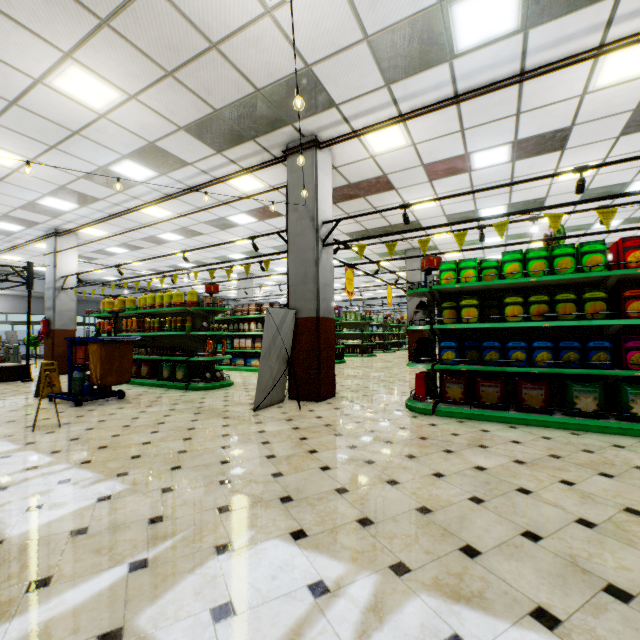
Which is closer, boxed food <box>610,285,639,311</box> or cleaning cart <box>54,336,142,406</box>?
boxed food <box>610,285,639,311</box>

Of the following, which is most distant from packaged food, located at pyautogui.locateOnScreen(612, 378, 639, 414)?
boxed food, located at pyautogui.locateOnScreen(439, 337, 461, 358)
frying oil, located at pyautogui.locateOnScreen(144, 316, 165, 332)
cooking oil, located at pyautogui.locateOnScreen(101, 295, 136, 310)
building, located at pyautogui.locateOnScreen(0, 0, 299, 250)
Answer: cooking oil, located at pyautogui.locateOnScreen(101, 295, 136, 310)

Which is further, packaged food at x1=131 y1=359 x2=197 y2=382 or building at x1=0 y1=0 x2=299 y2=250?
packaged food at x1=131 y1=359 x2=197 y2=382

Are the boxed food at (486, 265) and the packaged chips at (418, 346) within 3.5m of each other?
yes

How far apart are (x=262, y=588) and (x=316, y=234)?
5.30m

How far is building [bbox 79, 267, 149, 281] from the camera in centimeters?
1798cm

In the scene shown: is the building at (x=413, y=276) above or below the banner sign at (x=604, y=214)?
above

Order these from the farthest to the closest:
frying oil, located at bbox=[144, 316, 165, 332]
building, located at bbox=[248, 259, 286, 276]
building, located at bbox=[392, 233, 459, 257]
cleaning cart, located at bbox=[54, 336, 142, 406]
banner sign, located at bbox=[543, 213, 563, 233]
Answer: building, located at bbox=[248, 259, 286, 276] → building, located at bbox=[392, 233, 459, 257] → frying oil, located at bbox=[144, 316, 165, 332] → cleaning cart, located at bbox=[54, 336, 142, 406] → banner sign, located at bbox=[543, 213, 563, 233]
